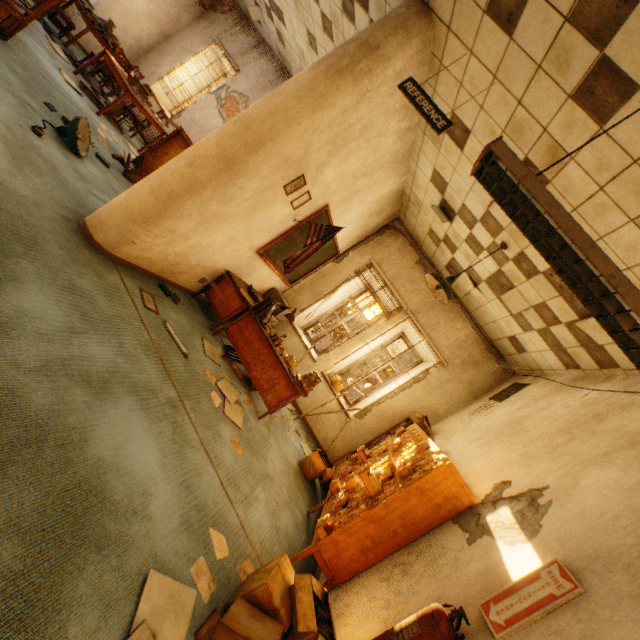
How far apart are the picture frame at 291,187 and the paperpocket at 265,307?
1.47m

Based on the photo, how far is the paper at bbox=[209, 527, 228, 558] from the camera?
2.4m

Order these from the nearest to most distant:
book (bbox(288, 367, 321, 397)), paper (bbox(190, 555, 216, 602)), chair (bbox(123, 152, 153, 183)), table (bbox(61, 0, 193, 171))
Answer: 1. paper (bbox(190, 555, 216, 602))
2. book (bbox(288, 367, 321, 397))
3. chair (bbox(123, 152, 153, 183))
4. table (bbox(61, 0, 193, 171))

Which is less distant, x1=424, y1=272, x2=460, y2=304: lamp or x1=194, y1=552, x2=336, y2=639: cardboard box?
x1=194, y1=552, x2=336, y2=639: cardboard box

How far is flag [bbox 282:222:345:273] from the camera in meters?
4.5

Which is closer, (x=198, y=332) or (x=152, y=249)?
(x=152, y=249)

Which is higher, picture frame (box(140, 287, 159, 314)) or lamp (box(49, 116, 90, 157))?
lamp (box(49, 116, 90, 157))

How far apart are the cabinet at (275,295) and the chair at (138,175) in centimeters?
234cm
